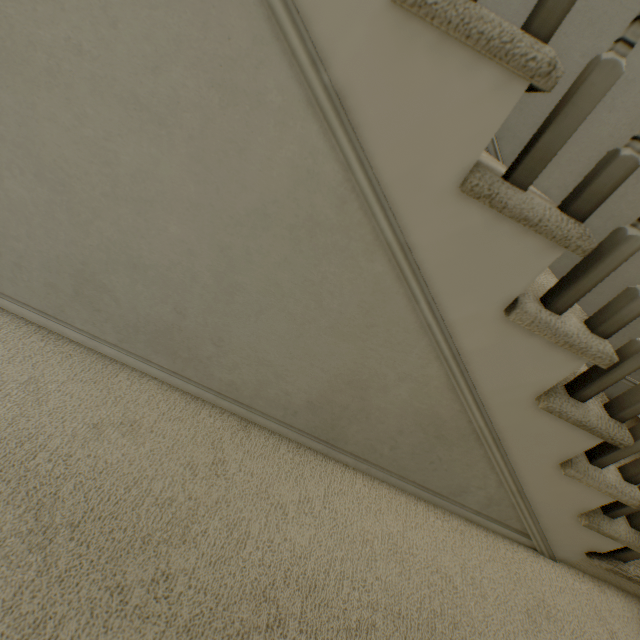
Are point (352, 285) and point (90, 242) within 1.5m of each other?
yes
